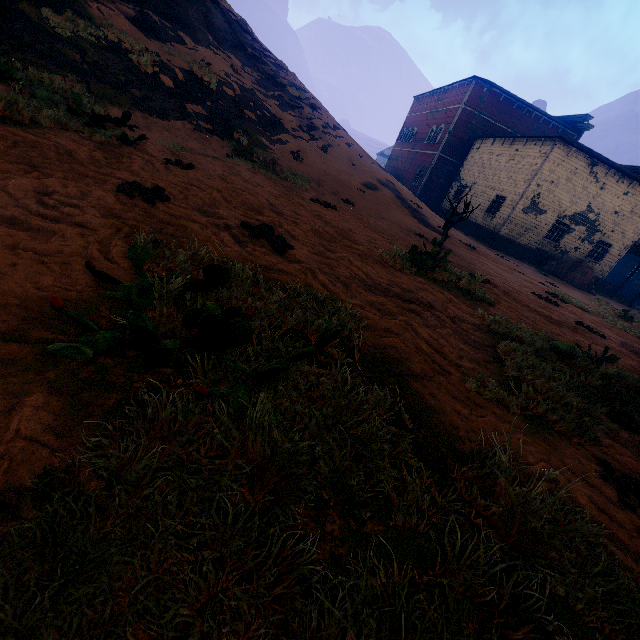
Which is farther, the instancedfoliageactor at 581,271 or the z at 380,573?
the instancedfoliageactor at 581,271

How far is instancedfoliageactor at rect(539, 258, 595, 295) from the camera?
20.41m

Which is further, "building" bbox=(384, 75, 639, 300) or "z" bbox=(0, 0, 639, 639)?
"building" bbox=(384, 75, 639, 300)

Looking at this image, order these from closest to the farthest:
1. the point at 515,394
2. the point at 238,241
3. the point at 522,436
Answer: the point at 522,436 < the point at 515,394 < the point at 238,241

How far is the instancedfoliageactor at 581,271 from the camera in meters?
20.4

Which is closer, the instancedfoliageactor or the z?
the z

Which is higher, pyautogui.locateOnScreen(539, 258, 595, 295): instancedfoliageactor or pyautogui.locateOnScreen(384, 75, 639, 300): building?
pyautogui.locateOnScreen(384, 75, 639, 300): building
